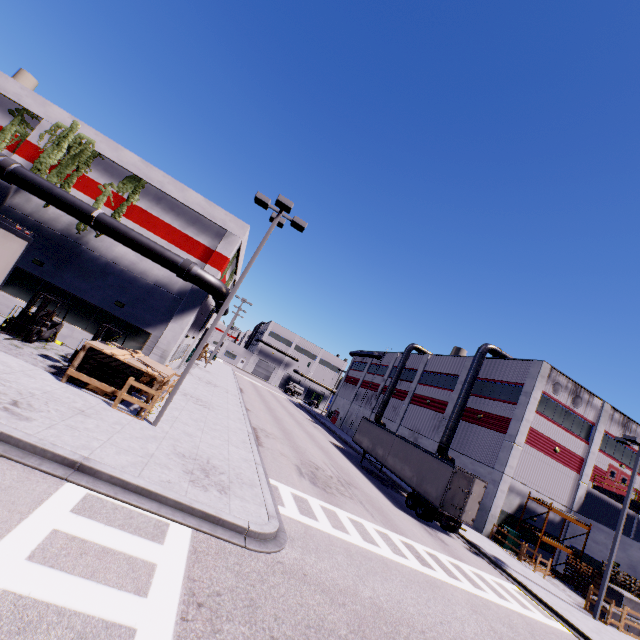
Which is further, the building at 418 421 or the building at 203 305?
the building at 418 421

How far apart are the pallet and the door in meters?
38.0

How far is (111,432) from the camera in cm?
952

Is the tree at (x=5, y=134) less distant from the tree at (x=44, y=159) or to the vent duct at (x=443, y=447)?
the tree at (x=44, y=159)

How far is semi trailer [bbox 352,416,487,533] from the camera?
20.16m

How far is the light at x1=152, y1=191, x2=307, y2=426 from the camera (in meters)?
12.02

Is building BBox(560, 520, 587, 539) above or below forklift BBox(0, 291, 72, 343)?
above

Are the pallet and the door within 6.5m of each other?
no
